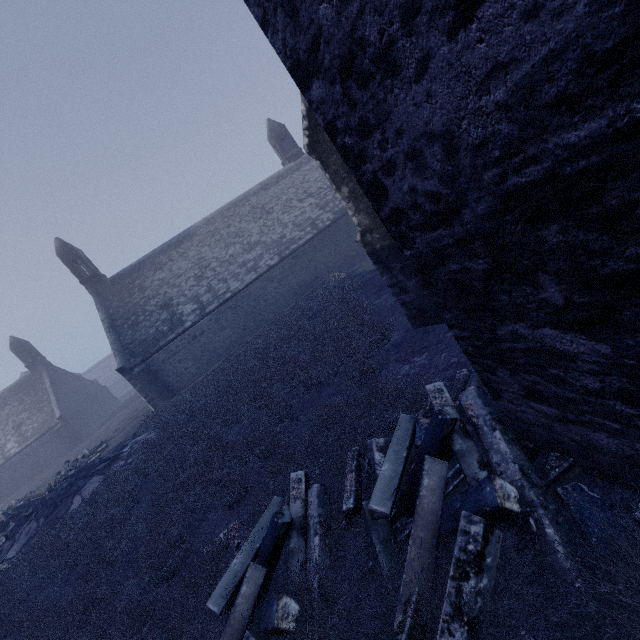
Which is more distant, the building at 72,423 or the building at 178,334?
the building at 72,423

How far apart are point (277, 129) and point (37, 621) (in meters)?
31.23

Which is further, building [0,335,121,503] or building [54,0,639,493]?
building [0,335,121,503]
